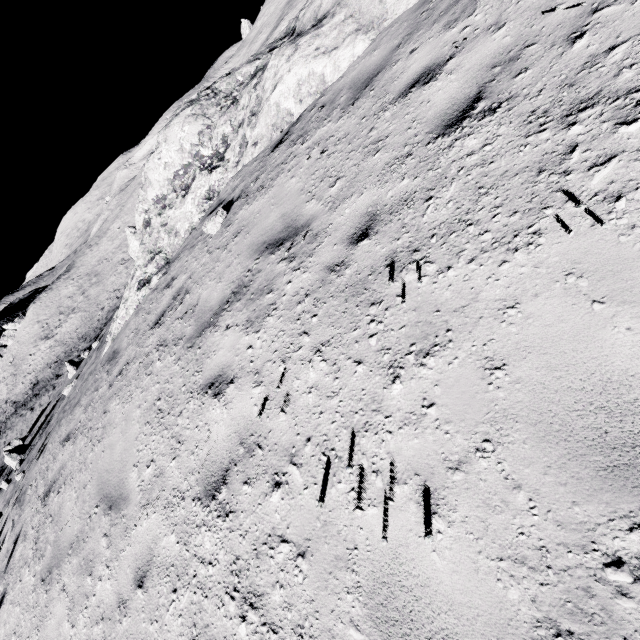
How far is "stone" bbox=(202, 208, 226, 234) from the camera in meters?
6.1 m

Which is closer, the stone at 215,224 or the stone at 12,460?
the stone at 215,224

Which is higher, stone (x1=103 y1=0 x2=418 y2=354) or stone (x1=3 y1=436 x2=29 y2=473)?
stone (x1=103 y1=0 x2=418 y2=354)

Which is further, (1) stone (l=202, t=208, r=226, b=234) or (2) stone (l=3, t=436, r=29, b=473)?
(2) stone (l=3, t=436, r=29, b=473)

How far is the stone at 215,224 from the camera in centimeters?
610cm

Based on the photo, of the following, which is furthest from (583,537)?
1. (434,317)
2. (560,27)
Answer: (560,27)
